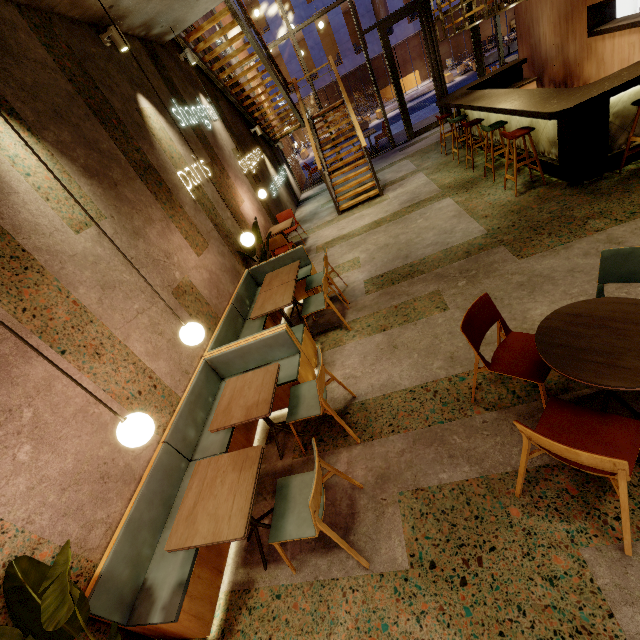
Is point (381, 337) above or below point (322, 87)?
below

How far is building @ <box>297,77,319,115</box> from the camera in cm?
2490

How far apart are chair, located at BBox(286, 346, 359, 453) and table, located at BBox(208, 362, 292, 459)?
0.3m

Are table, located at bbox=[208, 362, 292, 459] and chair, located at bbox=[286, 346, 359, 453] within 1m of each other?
yes

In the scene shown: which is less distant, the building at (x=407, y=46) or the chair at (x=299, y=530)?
the chair at (x=299, y=530)

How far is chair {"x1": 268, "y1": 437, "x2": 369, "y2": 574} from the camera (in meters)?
2.03

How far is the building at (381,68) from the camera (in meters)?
23.18

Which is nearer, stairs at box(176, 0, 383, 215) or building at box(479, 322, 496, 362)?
building at box(479, 322, 496, 362)
